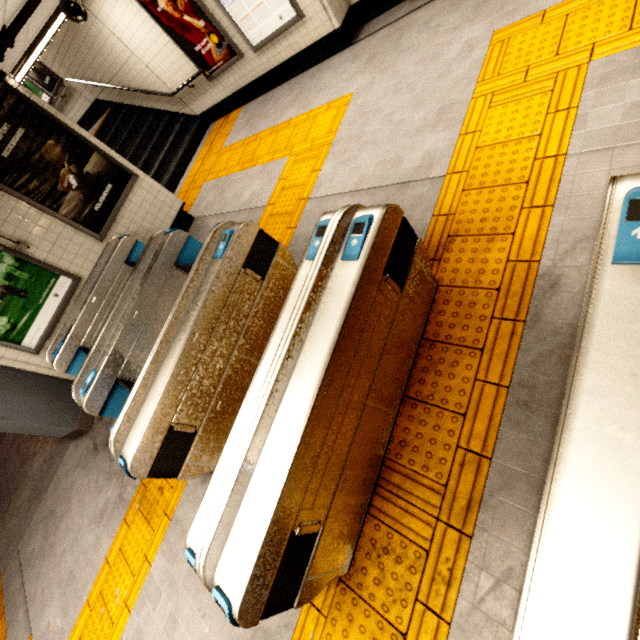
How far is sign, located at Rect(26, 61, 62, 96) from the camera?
8.34m

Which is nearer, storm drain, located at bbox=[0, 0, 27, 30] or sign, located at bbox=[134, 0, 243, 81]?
storm drain, located at bbox=[0, 0, 27, 30]

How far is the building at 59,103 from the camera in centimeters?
896cm

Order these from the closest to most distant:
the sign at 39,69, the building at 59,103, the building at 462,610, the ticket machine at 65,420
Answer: the building at 462,610 < the ticket machine at 65,420 < the sign at 39,69 < the building at 59,103

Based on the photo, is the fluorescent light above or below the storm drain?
below

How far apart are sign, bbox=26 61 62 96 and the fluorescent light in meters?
3.6

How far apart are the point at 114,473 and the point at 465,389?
4.73m

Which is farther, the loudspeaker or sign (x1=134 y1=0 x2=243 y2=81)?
sign (x1=134 y1=0 x2=243 y2=81)
